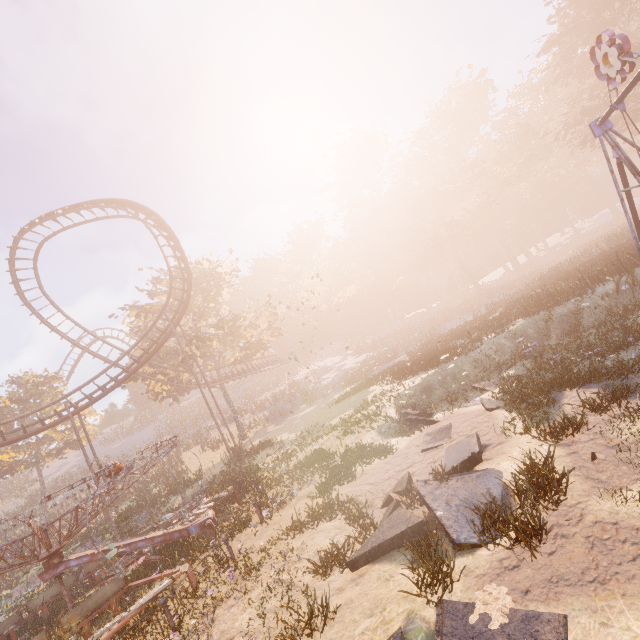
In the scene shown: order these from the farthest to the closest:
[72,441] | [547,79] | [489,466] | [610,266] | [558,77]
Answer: [547,79] < [558,77] < [72,441] < [610,266] < [489,466]

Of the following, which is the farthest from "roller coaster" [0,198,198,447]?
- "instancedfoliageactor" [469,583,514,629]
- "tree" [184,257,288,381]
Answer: "instancedfoliageactor" [469,583,514,629]

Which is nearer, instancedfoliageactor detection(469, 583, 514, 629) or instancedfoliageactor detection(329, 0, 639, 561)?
instancedfoliageactor detection(469, 583, 514, 629)

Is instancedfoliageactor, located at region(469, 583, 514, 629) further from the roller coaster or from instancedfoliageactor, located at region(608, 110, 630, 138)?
the roller coaster

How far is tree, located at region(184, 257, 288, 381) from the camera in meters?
31.1 m

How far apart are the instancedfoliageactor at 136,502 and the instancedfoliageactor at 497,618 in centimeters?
2792cm

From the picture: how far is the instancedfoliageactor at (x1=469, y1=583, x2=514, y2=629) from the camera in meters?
4.0

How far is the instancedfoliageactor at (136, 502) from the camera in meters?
21.0
